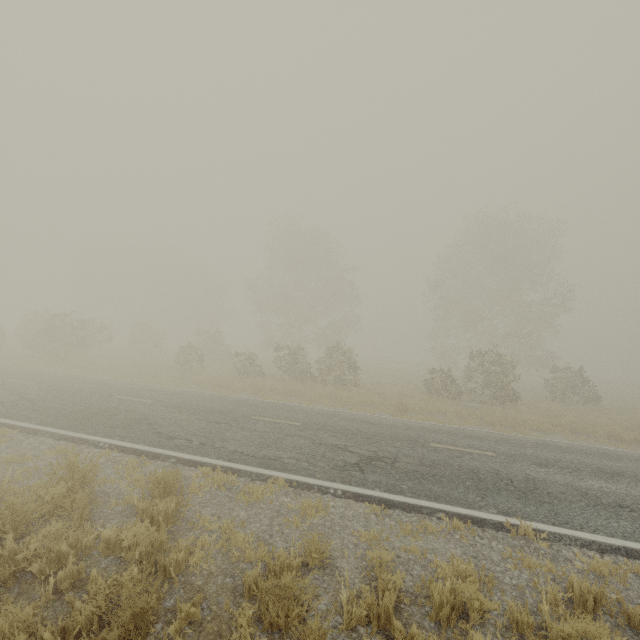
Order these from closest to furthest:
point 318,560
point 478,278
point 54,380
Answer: point 318,560, point 54,380, point 478,278
